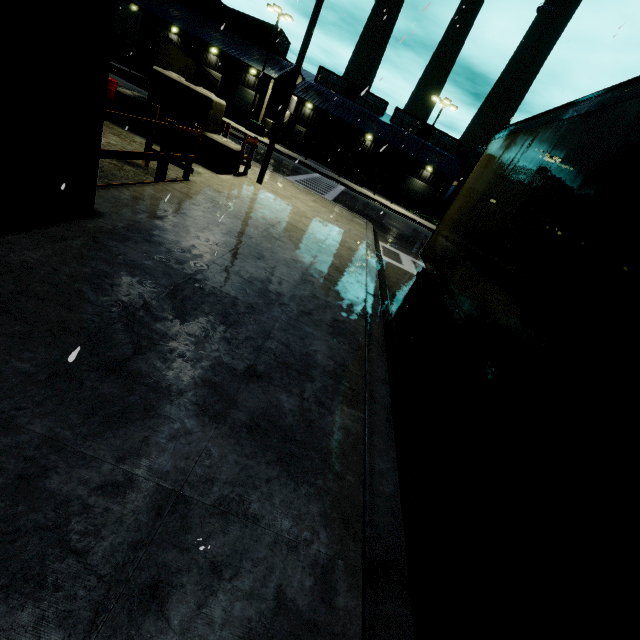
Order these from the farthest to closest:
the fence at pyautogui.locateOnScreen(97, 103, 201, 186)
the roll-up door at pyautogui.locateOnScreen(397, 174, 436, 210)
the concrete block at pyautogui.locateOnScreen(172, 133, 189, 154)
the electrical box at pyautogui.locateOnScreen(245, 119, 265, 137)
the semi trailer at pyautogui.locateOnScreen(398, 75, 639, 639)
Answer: the roll-up door at pyautogui.locateOnScreen(397, 174, 436, 210), the electrical box at pyautogui.locateOnScreen(245, 119, 265, 137), the concrete block at pyautogui.locateOnScreen(172, 133, 189, 154), the fence at pyautogui.locateOnScreen(97, 103, 201, 186), the semi trailer at pyautogui.locateOnScreen(398, 75, 639, 639)

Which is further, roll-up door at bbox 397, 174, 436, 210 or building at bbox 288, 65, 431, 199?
roll-up door at bbox 397, 174, 436, 210

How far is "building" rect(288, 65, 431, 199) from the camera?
40.00m

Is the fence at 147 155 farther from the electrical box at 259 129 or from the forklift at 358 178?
the electrical box at 259 129

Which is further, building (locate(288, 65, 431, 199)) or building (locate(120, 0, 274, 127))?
building (locate(288, 65, 431, 199))

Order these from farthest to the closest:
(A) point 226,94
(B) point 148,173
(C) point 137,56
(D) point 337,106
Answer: (D) point 337,106
(A) point 226,94
(C) point 137,56
(B) point 148,173

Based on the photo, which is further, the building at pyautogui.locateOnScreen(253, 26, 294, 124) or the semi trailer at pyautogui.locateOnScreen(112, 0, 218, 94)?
the building at pyautogui.locateOnScreen(253, 26, 294, 124)

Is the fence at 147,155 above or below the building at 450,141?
below
